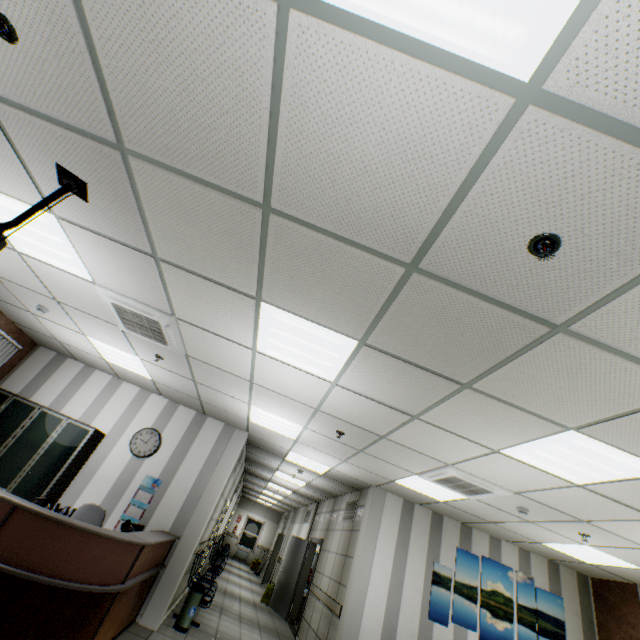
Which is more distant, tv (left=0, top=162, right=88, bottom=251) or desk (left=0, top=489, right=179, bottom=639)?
desk (left=0, top=489, right=179, bottom=639)

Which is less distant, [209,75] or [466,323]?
[209,75]

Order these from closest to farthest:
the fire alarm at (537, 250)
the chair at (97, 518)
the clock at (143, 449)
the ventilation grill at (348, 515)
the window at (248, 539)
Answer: the fire alarm at (537, 250) < the chair at (97, 518) < the clock at (143, 449) < the ventilation grill at (348, 515) < the window at (248, 539)

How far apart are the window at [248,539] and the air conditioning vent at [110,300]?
21.2m

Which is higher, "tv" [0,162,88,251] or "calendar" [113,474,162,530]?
"tv" [0,162,88,251]

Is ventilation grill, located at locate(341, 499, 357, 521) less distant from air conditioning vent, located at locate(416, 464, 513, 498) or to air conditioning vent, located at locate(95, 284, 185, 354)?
air conditioning vent, located at locate(416, 464, 513, 498)

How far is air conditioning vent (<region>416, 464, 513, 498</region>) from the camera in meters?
4.5 m

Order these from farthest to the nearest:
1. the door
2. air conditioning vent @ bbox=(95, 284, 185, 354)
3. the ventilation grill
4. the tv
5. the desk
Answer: the door, the ventilation grill, air conditioning vent @ bbox=(95, 284, 185, 354), the desk, the tv
